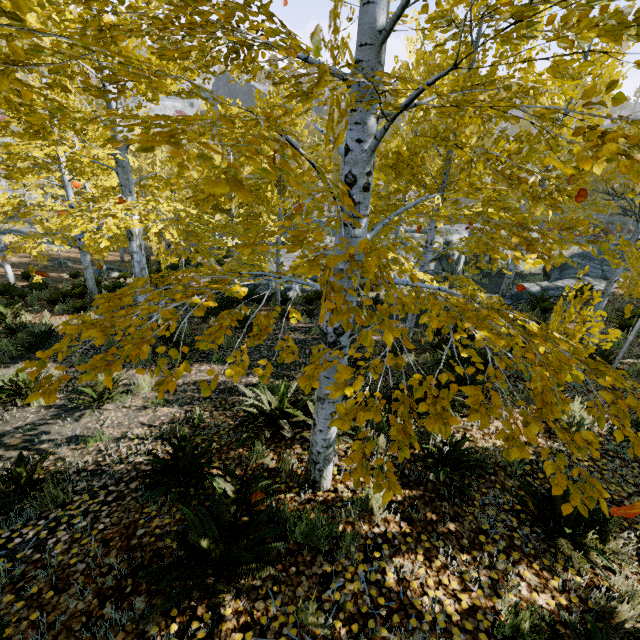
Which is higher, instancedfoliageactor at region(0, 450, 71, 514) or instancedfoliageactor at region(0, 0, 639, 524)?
instancedfoliageactor at region(0, 0, 639, 524)

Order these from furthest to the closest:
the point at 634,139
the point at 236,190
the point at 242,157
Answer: the point at 242,157, the point at 634,139, the point at 236,190

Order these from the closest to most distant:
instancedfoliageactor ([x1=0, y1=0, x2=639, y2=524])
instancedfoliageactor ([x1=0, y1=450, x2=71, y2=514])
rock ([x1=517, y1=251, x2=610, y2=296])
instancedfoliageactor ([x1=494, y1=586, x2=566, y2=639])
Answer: instancedfoliageactor ([x1=0, y1=0, x2=639, y2=524])
instancedfoliageactor ([x1=494, y1=586, x2=566, y2=639])
instancedfoliageactor ([x1=0, y1=450, x2=71, y2=514])
rock ([x1=517, y1=251, x2=610, y2=296])

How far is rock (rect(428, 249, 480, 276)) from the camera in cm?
1673

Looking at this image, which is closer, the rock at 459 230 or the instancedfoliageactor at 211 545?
the instancedfoliageactor at 211 545

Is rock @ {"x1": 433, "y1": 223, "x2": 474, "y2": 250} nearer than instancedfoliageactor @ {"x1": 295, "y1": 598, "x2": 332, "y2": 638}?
No

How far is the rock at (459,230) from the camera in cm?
1673
